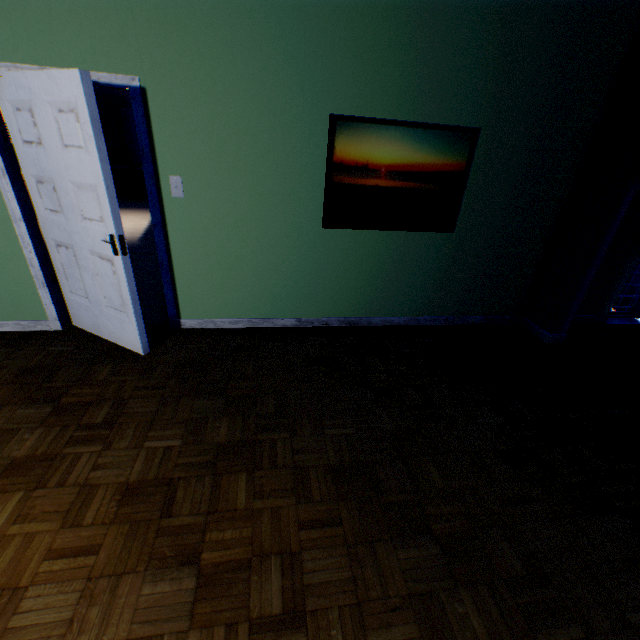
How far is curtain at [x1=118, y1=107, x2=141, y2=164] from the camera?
10.4m

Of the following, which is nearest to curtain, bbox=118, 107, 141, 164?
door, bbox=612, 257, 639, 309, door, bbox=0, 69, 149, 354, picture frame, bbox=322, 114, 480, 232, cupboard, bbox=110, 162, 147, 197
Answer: cupboard, bbox=110, 162, 147, 197

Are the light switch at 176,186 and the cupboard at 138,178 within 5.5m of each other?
no

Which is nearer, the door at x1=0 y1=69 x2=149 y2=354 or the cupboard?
the door at x1=0 y1=69 x2=149 y2=354

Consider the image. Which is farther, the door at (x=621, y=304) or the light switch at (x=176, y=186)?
the door at (x=621, y=304)

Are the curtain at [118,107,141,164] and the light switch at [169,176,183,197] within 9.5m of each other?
no

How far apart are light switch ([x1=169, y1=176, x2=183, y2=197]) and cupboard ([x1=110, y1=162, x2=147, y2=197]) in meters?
9.4

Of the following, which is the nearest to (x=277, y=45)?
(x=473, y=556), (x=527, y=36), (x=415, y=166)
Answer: (x=415, y=166)
